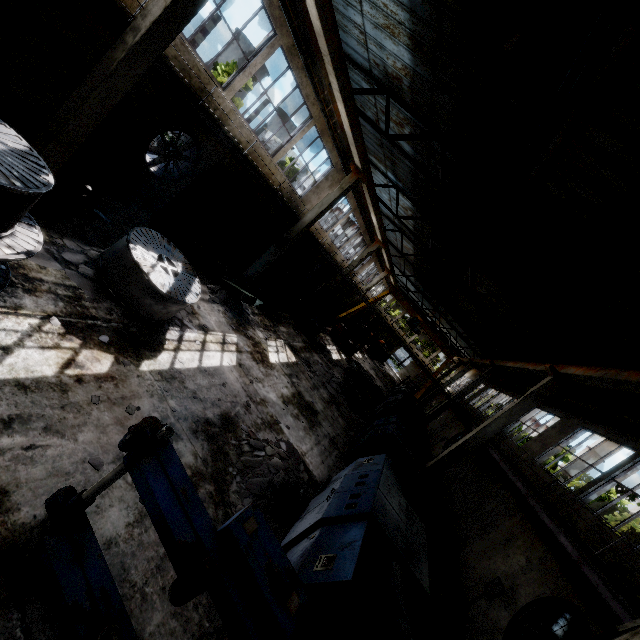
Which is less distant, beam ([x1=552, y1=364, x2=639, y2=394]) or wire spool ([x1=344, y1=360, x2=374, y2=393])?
beam ([x1=552, y1=364, x2=639, y2=394])

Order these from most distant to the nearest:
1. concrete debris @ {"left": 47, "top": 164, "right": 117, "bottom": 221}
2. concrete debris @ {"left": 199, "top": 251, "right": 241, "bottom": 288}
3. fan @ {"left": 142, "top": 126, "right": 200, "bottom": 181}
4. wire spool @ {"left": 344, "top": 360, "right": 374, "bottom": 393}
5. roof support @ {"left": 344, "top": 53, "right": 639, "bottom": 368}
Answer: wire spool @ {"left": 344, "top": 360, "right": 374, "bottom": 393}, concrete debris @ {"left": 199, "top": 251, "right": 241, "bottom": 288}, fan @ {"left": 142, "top": 126, "right": 200, "bottom": 181}, roof support @ {"left": 344, "top": 53, "right": 639, "bottom": 368}, concrete debris @ {"left": 47, "top": 164, "right": 117, "bottom": 221}

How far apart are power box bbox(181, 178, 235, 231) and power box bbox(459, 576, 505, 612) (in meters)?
17.37

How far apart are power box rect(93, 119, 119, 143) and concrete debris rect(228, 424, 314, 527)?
10.0 meters

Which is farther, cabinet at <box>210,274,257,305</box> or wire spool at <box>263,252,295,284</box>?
wire spool at <box>263,252,295,284</box>

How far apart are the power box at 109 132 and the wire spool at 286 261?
10.8 meters

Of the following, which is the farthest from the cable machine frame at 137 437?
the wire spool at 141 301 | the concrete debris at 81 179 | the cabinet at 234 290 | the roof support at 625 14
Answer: the cabinet at 234 290

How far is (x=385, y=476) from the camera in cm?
704
